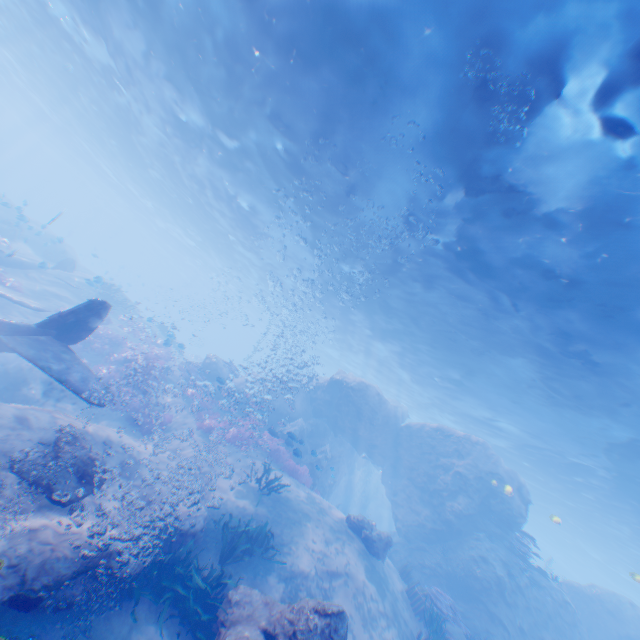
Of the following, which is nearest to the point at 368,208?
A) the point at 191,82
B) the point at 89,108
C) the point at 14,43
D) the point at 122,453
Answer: the point at 191,82

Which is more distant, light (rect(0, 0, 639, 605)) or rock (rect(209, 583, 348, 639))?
light (rect(0, 0, 639, 605))

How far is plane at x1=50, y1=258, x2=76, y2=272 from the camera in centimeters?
2194cm

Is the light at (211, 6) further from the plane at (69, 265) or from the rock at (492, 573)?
the plane at (69, 265)

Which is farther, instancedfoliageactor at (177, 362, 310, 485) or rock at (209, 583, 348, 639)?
instancedfoliageactor at (177, 362, 310, 485)

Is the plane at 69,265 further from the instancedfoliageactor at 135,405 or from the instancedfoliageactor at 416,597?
the instancedfoliageactor at 135,405

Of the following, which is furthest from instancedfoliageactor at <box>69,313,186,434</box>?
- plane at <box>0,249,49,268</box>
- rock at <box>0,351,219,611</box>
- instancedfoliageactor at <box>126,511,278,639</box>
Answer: instancedfoliageactor at <box>126,511,278,639</box>

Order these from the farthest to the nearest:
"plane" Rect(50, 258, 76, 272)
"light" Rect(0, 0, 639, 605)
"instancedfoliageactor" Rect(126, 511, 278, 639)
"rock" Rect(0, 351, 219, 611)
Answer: "plane" Rect(50, 258, 76, 272), "light" Rect(0, 0, 639, 605), "instancedfoliageactor" Rect(126, 511, 278, 639), "rock" Rect(0, 351, 219, 611)
